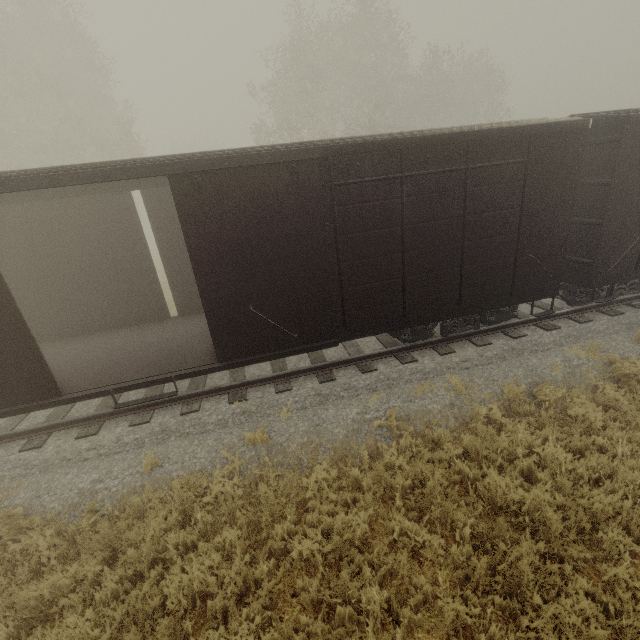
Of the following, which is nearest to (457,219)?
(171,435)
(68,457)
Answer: (171,435)
